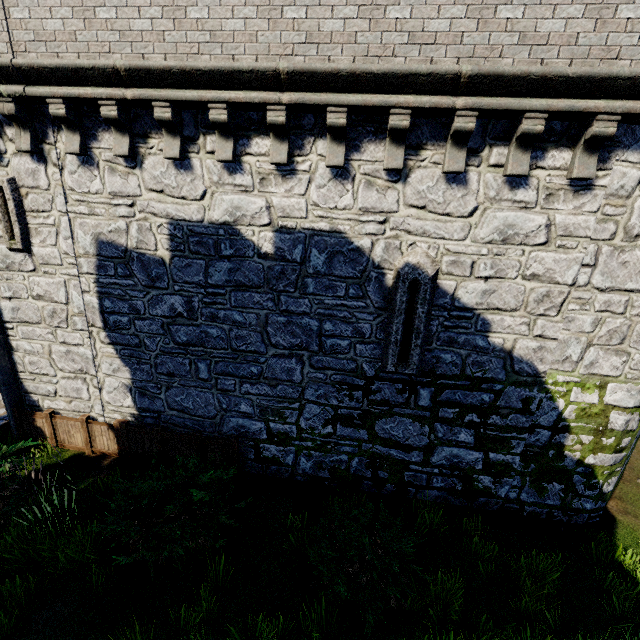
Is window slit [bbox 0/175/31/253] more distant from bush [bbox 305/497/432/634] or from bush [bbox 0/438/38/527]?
bush [bbox 305/497/432/634]

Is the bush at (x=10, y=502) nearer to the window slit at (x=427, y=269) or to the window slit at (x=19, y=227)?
the window slit at (x=19, y=227)

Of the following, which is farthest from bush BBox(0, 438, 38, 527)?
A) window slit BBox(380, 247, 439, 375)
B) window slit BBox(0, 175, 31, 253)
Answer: window slit BBox(380, 247, 439, 375)

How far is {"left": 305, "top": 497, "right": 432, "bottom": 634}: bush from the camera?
5.3m

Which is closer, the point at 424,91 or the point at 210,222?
the point at 424,91

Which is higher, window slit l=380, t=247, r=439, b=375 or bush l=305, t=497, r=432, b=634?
window slit l=380, t=247, r=439, b=375

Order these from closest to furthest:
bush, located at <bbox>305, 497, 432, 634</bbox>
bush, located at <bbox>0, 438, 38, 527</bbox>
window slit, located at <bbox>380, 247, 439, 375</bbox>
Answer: bush, located at <bbox>305, 497, 432, 634</bbox> → window slit, located at <bbox>380, 247, 439, 375</bbox> → bush, located at <bbox>0, 438, 38, 527</bbox>

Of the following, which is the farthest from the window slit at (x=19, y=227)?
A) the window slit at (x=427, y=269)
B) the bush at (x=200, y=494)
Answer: the window slit at (x=427, y=269)
